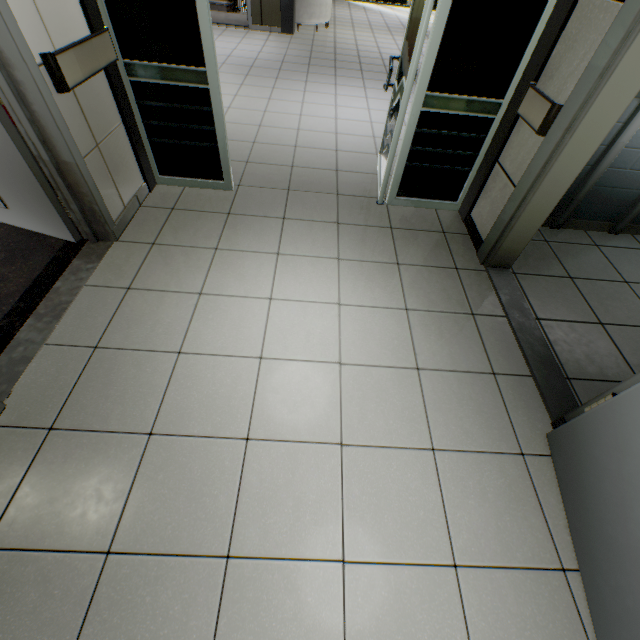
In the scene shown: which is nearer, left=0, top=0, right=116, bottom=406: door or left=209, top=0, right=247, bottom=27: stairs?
left=0, top=0, right=116, bottom=406: door

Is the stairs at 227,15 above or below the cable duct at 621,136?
below

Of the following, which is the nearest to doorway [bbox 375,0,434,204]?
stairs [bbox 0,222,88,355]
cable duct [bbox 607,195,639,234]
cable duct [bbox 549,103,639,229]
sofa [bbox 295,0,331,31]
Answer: stairs [bbox 0,222,88,355]

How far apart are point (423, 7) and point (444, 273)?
1.9 meters

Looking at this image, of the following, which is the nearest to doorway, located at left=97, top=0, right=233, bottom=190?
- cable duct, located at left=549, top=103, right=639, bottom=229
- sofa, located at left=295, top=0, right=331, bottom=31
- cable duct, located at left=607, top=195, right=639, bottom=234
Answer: cable duct, located at left=549, top=103, right=639, bottom=229

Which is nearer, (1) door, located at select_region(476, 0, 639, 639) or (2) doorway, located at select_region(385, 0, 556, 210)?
(1) door, located at select_region(476, 0, 639, 639)

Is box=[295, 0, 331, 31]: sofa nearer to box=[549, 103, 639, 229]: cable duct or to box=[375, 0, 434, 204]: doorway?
box=[375, 0, 434, 204]: doorway

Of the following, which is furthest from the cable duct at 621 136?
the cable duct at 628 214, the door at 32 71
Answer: the door at 32 71
